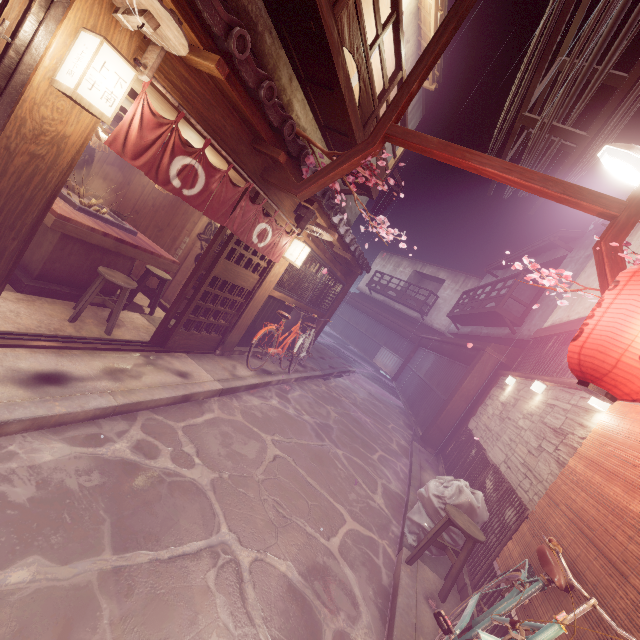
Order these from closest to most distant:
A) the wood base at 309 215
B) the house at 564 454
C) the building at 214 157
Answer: the house at 564 454
the building at 214 157
the wood base at 309 215

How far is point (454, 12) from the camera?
7.2m

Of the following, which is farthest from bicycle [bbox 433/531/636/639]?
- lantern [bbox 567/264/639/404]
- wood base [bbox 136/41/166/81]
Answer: wood base [bbox 136/41/166/81]

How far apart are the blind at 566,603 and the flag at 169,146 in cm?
865

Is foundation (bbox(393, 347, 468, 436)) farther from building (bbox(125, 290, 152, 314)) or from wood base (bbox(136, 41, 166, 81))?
wood base (bbox(136, 41, 166, 81))

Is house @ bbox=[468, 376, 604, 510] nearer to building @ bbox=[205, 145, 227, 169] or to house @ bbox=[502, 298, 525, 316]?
house @ bbox=[502, 298, 525, 316]

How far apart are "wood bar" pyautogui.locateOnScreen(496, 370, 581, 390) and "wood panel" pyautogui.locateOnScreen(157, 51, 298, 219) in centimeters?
912cm

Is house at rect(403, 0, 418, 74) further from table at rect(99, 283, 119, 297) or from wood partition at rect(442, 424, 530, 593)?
wood partition at rect(442, 424, 530, 593)
